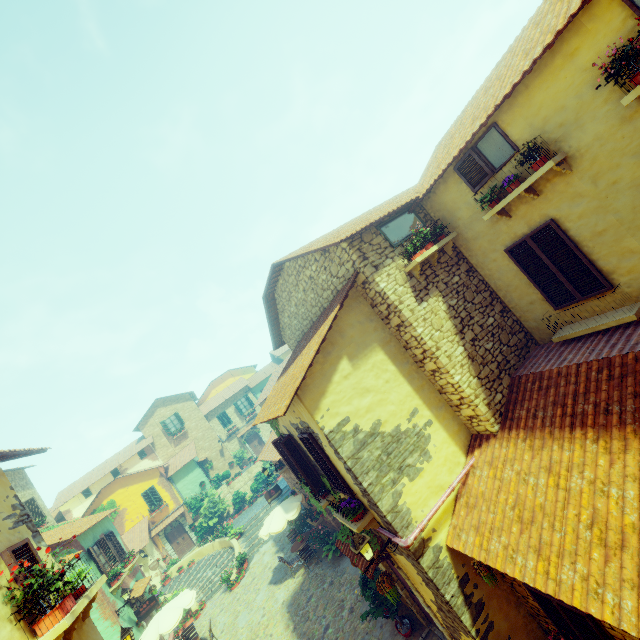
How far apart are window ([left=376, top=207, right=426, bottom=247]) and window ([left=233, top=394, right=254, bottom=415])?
32.4 meters

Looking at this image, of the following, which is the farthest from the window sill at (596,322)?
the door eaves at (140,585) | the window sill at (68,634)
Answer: the door eaves at (140,585)

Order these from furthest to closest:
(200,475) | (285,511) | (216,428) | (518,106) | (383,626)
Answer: (216,428) < (200,475) < (285,511) < (383,626) < (518,106)

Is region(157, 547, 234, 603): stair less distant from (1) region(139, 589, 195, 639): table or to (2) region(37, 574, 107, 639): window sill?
(1) region(139, 589, 195, 639): table

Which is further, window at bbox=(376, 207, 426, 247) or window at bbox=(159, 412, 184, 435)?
window at bbox=(159, 412, 184, 435)

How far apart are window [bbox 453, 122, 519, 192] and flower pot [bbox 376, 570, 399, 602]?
8.9 meters

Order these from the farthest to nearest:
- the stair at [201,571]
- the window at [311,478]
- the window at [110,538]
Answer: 1. the stair at [201,571]
2. the window at [110,538]
3. the window at [311,478]

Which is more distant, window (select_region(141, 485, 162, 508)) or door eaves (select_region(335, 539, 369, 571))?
window (select_region(141, 485, 162, 508))
